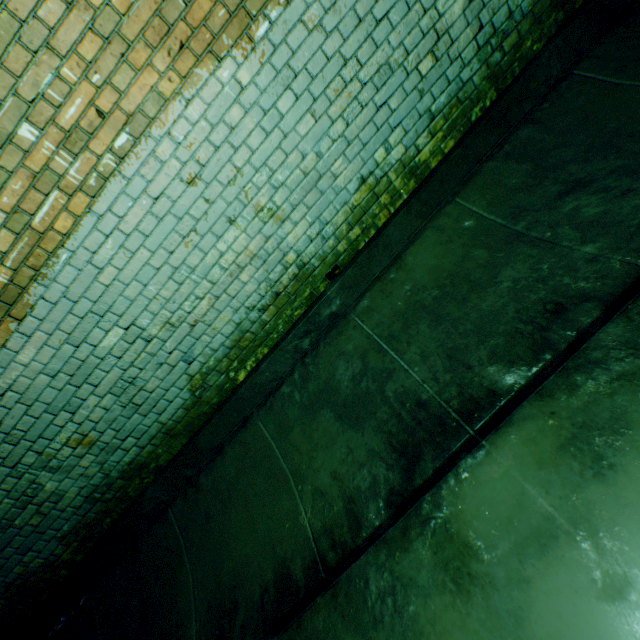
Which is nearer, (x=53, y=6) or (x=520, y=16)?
(x=53, y=6)
